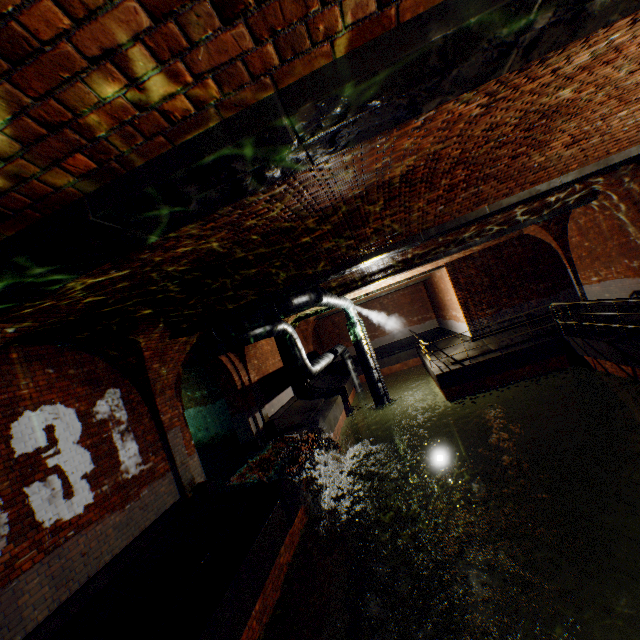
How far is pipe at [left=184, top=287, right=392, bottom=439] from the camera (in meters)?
8.93

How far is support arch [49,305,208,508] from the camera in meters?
6.0

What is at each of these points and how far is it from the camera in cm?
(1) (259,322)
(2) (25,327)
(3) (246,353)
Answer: (1) pipe, 901
(2) support arch, 420
(3) support arch, 1236

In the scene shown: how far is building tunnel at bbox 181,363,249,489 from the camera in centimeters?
1136cm

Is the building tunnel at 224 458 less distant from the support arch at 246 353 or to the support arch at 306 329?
the support arch at 246 353

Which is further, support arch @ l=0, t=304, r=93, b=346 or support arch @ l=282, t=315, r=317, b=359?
support arch @ l=282, t=315, r=317, b=359

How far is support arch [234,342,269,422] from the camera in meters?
12.3 m

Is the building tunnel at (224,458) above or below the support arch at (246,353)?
below
